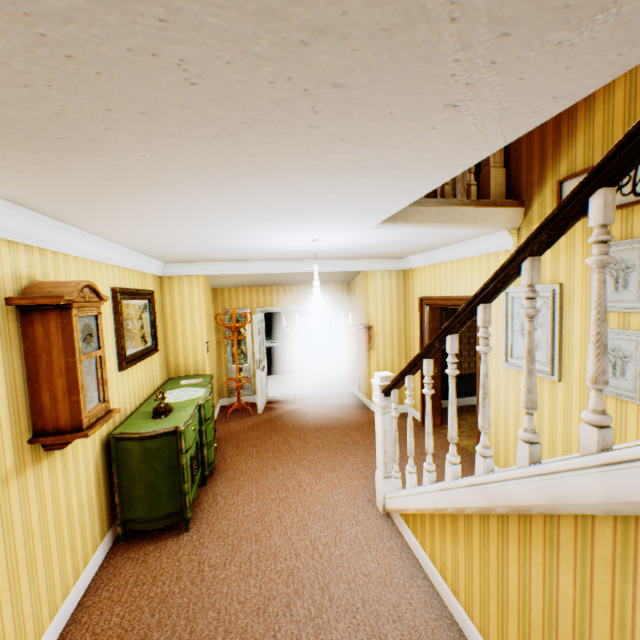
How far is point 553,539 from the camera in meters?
1.6 m

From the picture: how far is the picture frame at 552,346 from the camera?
3.26m

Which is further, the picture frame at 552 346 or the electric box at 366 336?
the electric box at 366 336

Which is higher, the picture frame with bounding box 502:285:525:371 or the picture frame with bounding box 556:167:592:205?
the picture frame with bounding box 556:167:592:205

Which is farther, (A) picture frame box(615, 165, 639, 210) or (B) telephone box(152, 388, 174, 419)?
(B) telephone box(152, 388, 174, 419)

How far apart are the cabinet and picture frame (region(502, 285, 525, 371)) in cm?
384

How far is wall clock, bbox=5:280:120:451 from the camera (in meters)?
2.28

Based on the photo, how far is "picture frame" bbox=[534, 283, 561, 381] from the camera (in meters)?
3.26
